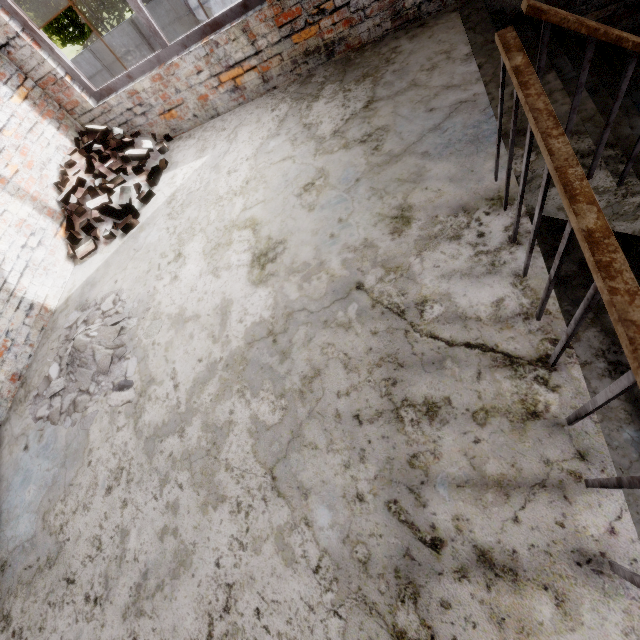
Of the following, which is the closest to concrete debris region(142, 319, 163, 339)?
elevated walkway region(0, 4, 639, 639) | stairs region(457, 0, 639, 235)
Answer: elevated walkway region(0, 4, 639, 639)

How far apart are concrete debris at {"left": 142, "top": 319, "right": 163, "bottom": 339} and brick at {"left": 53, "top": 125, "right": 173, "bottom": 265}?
0.77m

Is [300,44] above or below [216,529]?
above

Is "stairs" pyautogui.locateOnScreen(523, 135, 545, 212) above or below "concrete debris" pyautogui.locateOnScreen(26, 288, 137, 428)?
→ below

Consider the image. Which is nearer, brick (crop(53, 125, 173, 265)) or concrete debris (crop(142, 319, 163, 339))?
concrete debris (crop(142, 319, 163, 339))

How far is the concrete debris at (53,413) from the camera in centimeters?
273cm

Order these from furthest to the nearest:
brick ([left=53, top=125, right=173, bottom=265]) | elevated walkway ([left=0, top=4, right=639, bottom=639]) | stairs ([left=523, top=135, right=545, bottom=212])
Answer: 1. brick ([left=53, top=125, right=173, bottom=265])
2. stairs ([left=523, top=135, right=545, bottom=212])
3. elevated walkway ([left=0, top=4, right=639, bottom=639])

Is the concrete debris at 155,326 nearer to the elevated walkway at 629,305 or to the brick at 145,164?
the elevated walkway at 629,305
